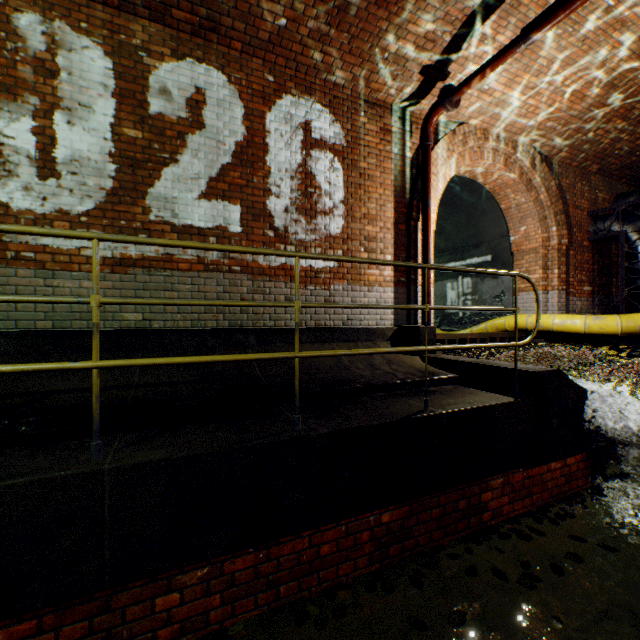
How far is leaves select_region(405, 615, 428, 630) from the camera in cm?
209

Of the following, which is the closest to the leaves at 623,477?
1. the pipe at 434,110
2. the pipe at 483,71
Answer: the pipe at 434,110

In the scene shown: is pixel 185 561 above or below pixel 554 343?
below

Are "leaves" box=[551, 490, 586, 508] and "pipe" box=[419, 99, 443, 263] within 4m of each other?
yes

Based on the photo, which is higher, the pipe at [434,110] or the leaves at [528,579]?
the pipe at [434,110]

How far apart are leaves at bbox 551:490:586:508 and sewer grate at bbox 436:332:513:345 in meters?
2.8 m

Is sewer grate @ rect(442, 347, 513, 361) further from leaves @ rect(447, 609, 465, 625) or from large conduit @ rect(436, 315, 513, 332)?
leaves @ rect(447, 609, 465, 625)

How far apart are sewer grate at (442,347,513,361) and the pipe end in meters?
3.7
